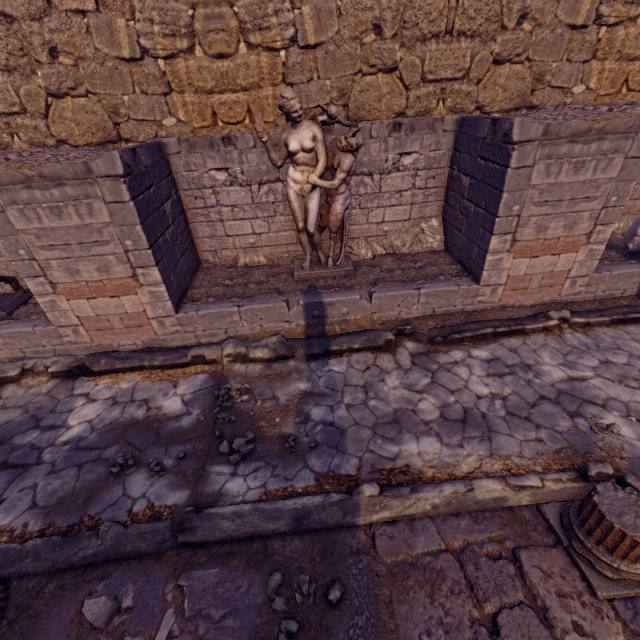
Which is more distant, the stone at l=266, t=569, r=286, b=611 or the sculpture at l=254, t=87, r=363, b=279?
the sculpture at l=254, t=87, r=363, b=279

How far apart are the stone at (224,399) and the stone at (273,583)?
Result: 2.02m

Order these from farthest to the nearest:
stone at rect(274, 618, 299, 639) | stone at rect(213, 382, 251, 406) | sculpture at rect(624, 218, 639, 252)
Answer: sculpture at rect(624, 218, 639, 252), stone at rect(213, 382, 251, 406), stone at rect(274, 618, 299, 639)

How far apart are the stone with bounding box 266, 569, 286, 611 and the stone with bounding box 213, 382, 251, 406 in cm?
202

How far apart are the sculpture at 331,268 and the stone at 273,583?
4.2m

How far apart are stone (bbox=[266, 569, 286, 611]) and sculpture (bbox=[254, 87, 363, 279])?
4.2 meters

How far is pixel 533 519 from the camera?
2.9m

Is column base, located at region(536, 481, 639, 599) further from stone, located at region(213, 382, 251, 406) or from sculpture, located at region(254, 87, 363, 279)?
sculpture, located at region(254, 87, 363, 279)
